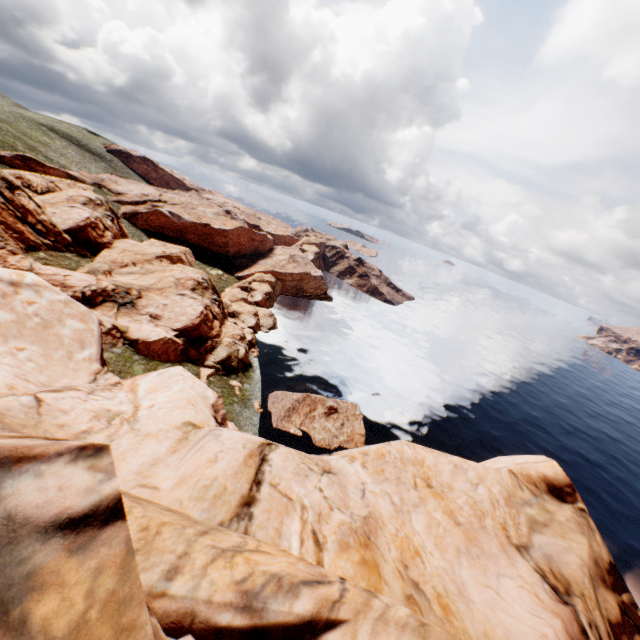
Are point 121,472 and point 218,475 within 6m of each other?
yes
